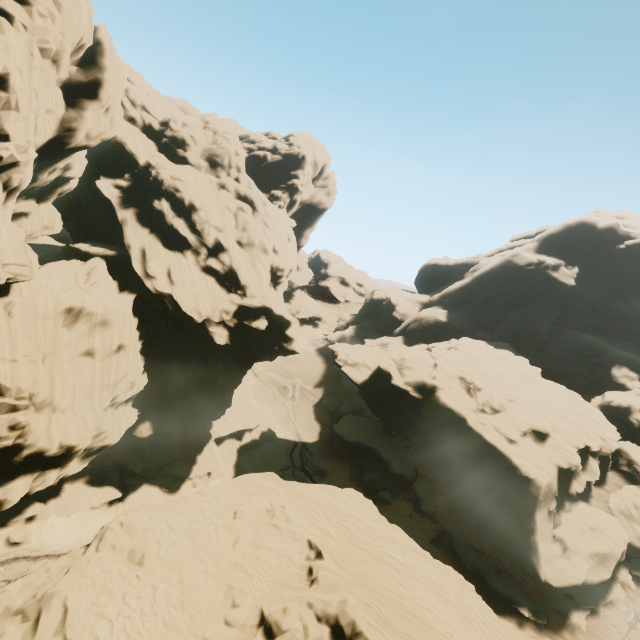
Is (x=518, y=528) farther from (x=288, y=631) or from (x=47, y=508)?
(x=47, y=508)
